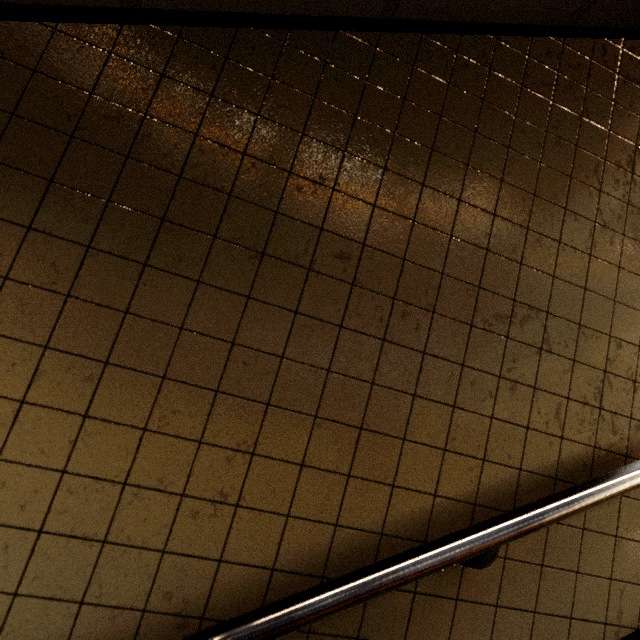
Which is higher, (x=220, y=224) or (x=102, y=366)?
(x=220, y=224)
